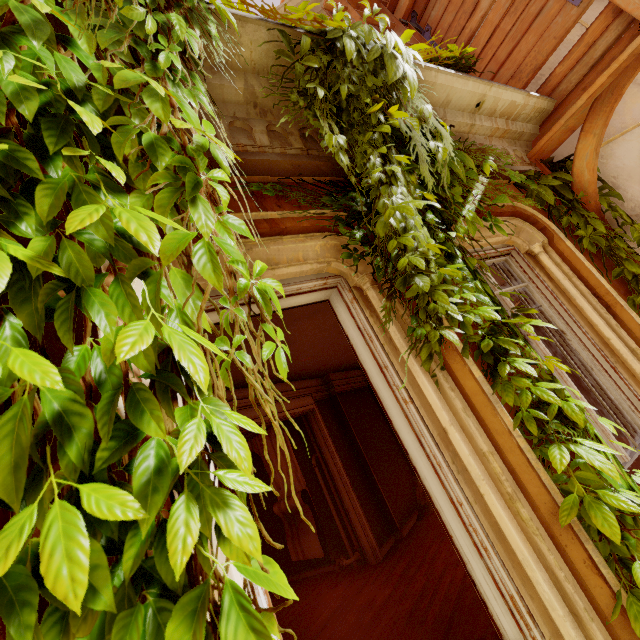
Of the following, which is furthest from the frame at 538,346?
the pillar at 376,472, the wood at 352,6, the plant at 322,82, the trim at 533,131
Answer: the pillar at 376,472

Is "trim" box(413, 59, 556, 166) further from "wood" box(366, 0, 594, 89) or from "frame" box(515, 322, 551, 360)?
"frame" box(515, 322, 551, 360)

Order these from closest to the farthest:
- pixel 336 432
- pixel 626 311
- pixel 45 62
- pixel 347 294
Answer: pixel 45 62
pixel 347 294
pixel 626 311
pixel 336 432

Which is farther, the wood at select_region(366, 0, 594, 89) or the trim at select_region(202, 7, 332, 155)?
the wood at select_region(366, 0, 594, 89)

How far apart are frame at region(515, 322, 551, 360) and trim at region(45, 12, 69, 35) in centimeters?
134cm

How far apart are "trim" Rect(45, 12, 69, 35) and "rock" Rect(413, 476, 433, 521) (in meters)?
7.96

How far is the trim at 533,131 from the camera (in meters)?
2.63

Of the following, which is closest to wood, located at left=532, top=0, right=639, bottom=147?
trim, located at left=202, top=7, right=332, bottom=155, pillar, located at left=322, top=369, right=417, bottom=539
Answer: trim, located at left=202, top=7, right=332, bottom=155
